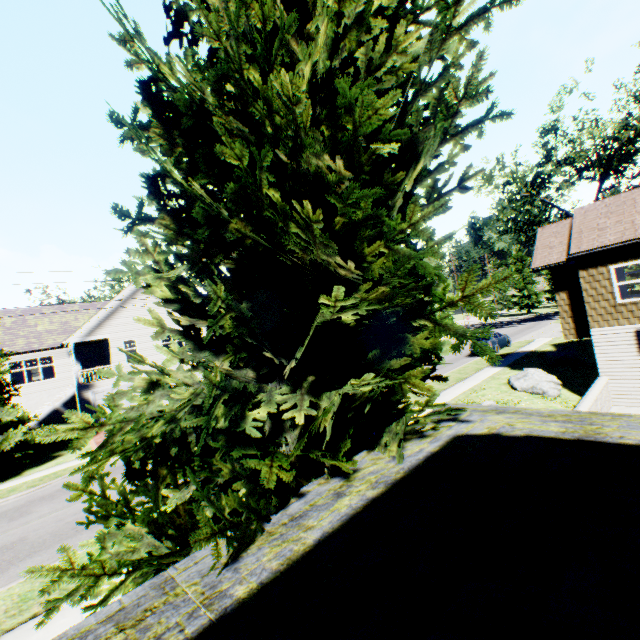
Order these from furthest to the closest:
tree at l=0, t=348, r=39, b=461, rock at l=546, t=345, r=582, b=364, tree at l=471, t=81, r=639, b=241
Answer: tree at l=471, t=81, r=639, b=241, rock at l=546, t=345, r=582, b=364, tree at l=0, t=348, r=39, b=461

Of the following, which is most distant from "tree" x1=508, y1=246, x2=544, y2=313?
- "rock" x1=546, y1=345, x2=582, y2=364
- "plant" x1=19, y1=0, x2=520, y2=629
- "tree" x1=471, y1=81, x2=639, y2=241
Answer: "plant" x1=19, y1=0, x2=520, y2=629

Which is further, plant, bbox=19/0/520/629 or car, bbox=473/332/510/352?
car, bbox=473/332/510/352

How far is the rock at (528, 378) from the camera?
15.45m

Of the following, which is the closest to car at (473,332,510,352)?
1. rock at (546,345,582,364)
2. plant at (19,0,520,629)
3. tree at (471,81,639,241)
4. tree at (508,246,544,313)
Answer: rock at (546,345,582,364)

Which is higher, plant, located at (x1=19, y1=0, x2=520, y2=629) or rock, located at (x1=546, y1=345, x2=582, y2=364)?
plant, located at (x1=19, y1=0, x2=520, y2=629)

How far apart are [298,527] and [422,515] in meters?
1.2

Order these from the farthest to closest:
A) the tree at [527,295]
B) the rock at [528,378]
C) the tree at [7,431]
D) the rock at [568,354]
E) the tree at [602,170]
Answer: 1. the tree at [527,295]
2. the tree at [602,170]
3. the rock at [568,354]
4. the tree at [7,431]
5. the rock at [528,378]
